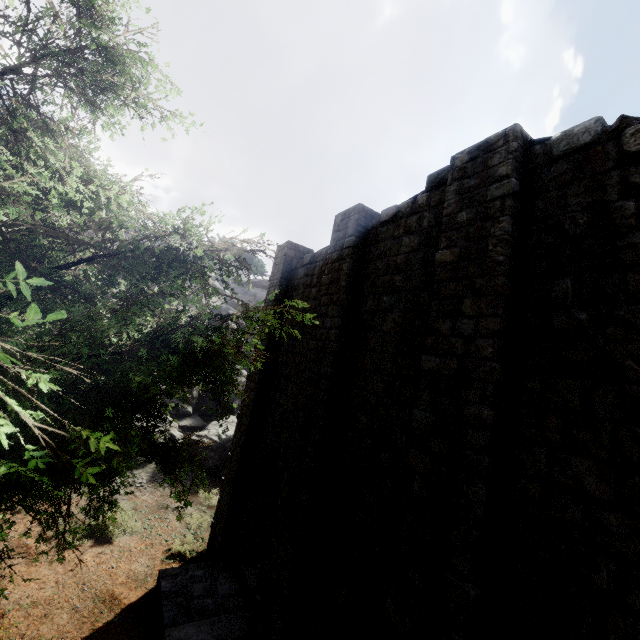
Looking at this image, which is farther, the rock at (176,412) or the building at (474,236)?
the rock at (176,412)

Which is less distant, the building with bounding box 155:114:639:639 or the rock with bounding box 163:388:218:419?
the building with bounding box 155:114:639:639

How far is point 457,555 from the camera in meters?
4.5 m

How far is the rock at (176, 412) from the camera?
21.7m

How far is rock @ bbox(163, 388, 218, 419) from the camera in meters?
21.7
